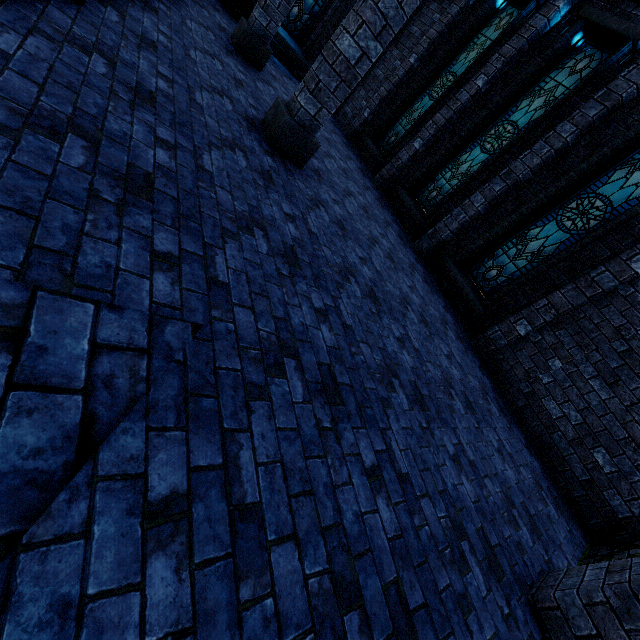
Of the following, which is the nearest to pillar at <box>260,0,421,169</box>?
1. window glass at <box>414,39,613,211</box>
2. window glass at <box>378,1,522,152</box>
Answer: window glass at <box>414,39,613,211</box>

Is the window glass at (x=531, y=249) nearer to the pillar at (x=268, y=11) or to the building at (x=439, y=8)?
the building at (x=439, y=8)

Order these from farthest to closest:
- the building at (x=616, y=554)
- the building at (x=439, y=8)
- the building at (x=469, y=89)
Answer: the building at (x=439, y=8)
the building at (x=469, y=89)
the building at (x=616, y=554)

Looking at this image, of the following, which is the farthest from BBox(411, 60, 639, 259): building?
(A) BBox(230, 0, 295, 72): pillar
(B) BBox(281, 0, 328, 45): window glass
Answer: (B) BBox(281, 0, 328, 45): window glass

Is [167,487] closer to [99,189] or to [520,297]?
[99,189]

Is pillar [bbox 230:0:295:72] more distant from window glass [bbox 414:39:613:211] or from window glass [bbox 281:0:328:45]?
window glass [bbox 414:39:613:211]

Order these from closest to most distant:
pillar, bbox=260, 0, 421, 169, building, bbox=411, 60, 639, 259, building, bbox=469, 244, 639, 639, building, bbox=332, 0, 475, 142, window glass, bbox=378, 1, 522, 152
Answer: building, bbox=469, 244, 639, 639
pillar, bbox=260, 0, 421, 169
building, bbox=411, 60, 639, 259
window glass, bbox=378, 1, 522, 152
building, bbox=332, 0, 475, 142
